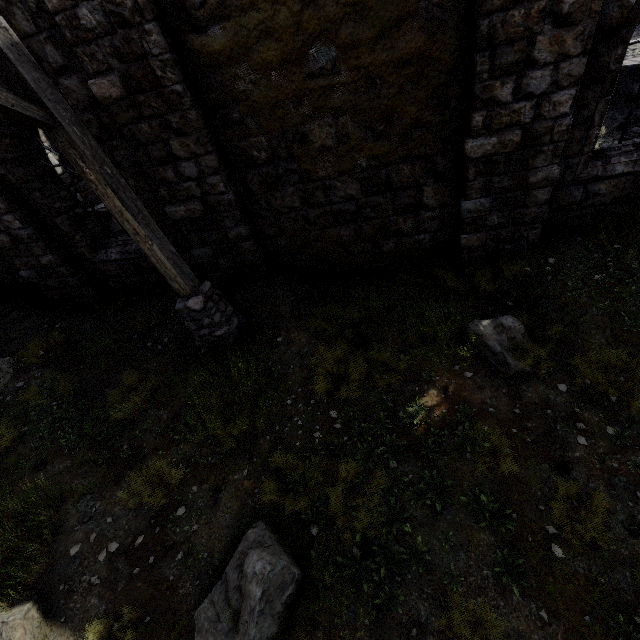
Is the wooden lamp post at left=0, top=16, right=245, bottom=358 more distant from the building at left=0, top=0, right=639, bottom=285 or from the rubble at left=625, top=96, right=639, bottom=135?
the rubble at left=625, top=96, right=639, bottom=135

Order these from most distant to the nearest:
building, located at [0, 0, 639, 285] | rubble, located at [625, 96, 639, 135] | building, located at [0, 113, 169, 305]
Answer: rubble, located at [625, 96, 639, 135] < building, located at [0, 113, 169, 305] < building, located at [0, 0, 639, 285]

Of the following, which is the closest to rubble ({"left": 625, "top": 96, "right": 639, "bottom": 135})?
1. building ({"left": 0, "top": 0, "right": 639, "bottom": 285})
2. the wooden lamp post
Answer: building ({"left": 0, "top": 0, "right": 639, "bottom": 285})

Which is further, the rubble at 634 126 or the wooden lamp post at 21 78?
the rubble at 634 126

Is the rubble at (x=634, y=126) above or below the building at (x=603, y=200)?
below

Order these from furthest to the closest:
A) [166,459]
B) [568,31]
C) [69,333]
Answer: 1. [69,333]
2. [166,459]
3. [568,31]
